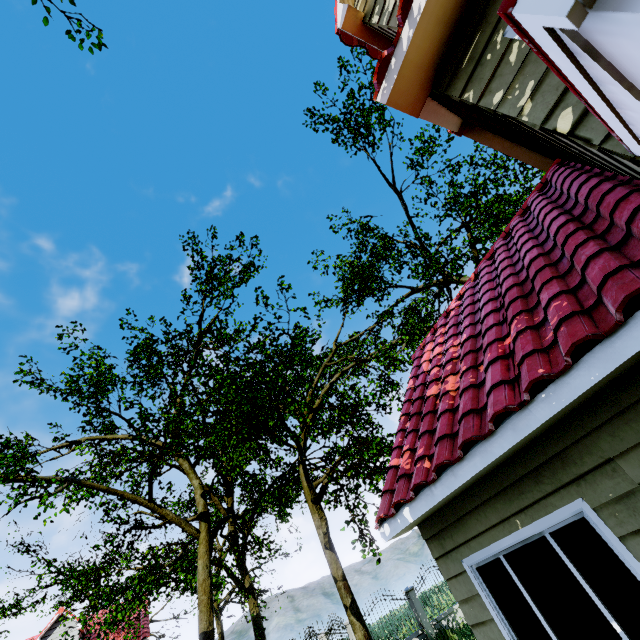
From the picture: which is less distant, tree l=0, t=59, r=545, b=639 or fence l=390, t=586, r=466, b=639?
tree l=0, t=59, r=545, b=639

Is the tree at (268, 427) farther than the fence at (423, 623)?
No

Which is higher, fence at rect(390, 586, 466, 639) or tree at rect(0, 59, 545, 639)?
tree at rect(0, 59, 545, 639)

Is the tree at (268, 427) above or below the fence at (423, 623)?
above

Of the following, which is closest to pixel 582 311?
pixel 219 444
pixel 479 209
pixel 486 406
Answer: pixel 486 406
